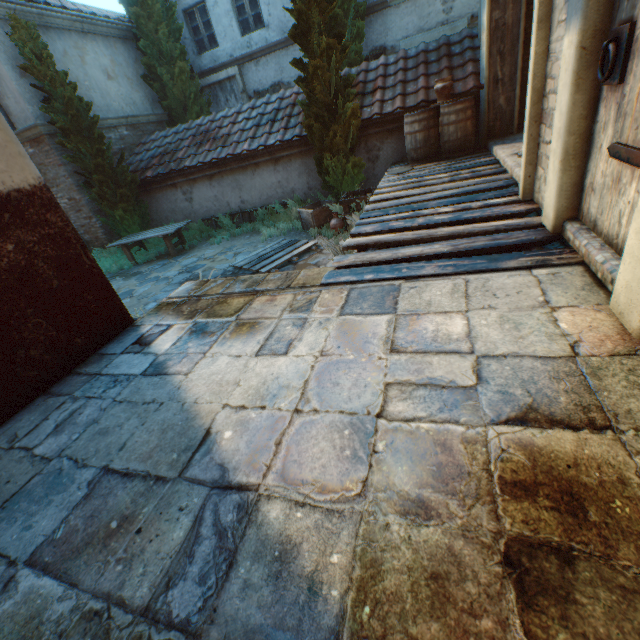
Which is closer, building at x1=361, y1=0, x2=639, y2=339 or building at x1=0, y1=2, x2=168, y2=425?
building at x1=361, y1=0, x2=639, y2=339

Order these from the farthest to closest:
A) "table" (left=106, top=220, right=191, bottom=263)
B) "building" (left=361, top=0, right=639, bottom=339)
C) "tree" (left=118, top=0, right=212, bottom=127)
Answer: "tree" (left=118, top=0, right=212, bottom=127), "table" (left=106, top=220, right=191, bottom=263), "building" (left=361, top=0, right=639, bottom=339)

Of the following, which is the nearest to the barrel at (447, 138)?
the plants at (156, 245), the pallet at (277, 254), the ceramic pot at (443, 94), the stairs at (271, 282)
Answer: the ceramic pot at (443, 94)

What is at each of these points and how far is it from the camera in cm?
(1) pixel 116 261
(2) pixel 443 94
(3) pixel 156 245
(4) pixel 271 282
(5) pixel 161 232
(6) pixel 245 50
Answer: (1) plants, 959
(2) ceramic pot, 643
(3) plants, 1075
(4) stairs, 339
(5) table, 900
(6) building, 1187

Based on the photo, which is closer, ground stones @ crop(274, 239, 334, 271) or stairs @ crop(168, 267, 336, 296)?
stairs @ crop(168, 267, 336, 296)

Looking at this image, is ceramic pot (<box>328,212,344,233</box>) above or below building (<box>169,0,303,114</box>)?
below

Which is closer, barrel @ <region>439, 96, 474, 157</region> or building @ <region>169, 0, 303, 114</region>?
barrel @ <region>439, 96, 474, 157</region>

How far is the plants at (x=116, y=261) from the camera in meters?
9.4
